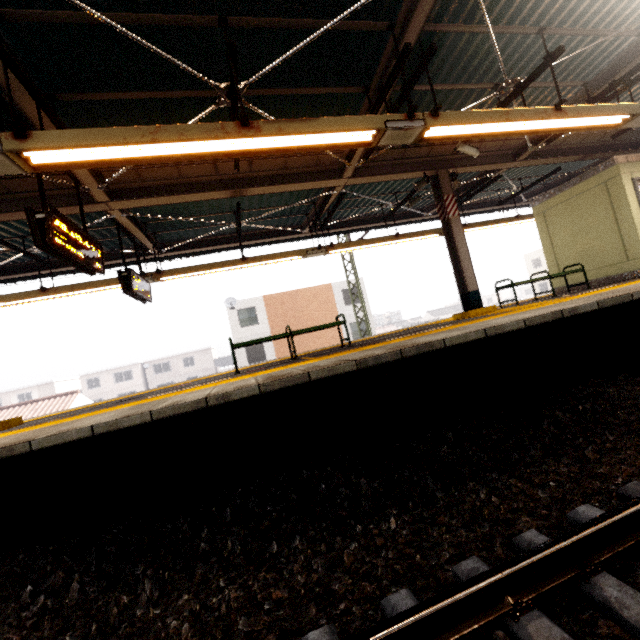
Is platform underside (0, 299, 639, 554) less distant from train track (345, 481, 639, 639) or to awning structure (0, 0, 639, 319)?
train track (345, 481, 639, 639)

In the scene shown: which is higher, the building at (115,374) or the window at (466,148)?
the window at (466,148)

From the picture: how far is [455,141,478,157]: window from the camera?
6.8 meters

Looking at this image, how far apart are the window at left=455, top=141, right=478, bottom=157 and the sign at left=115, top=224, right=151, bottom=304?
7.42m

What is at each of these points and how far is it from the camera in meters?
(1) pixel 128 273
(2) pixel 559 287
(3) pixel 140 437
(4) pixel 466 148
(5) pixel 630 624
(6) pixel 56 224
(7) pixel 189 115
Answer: (1) sign, 6.7
(2) elevator, 9.7
(3) platform underside, 3.1
(4) window, 6.8
(5) train track, 1.5
(6) sign, 4.1
(7) awning structure, 5.1

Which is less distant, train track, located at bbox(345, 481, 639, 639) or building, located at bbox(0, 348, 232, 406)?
train track, located at bbox(345, 481, 639, 639)

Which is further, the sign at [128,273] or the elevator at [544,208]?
the elevator at [544,208]

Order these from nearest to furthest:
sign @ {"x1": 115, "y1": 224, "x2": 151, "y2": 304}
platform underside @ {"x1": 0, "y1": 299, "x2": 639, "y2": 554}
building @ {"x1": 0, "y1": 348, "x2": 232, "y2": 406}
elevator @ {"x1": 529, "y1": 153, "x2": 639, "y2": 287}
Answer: platform underside @ {"x1": 0, "y1": 299, "x2": 639, "y2": 554} → sign @ {"x1": 115, "y1": 224, "x2": 151, "y2": 304} → elevator @ {"x1": 529, "y1": 153, "x2": 639, "y2": 287} → building @ {"x1": 0, "y1": 348, "x2": 232, "y2": 406}
